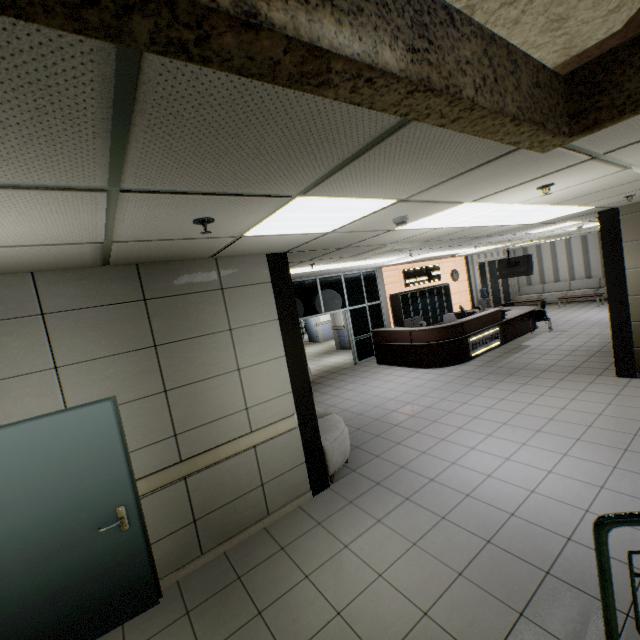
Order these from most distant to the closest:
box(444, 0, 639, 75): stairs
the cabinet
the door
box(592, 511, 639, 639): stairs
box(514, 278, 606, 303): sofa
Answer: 1. box(514, 278, 606, 303): sofa
2. the cabinet
3. the door
4. box(592, 511, 639, 639): stairs
5. box(444, 0, 639, 75): stairs

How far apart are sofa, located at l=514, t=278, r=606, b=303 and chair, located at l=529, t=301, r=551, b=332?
6.5m

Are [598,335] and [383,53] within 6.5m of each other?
no

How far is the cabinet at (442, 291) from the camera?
12.2 meters

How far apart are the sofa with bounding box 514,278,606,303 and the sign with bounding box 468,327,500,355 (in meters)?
8.91

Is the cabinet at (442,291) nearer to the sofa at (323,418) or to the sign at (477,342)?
the sign at (477,342)

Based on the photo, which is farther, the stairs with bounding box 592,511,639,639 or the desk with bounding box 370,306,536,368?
the desk with bounding box 370,306,536,368

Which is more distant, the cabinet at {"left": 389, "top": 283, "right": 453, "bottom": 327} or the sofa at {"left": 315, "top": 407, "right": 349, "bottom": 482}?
the cabinet at {"left": 389, "top": 283, "right": 453, "bottom": 327}
